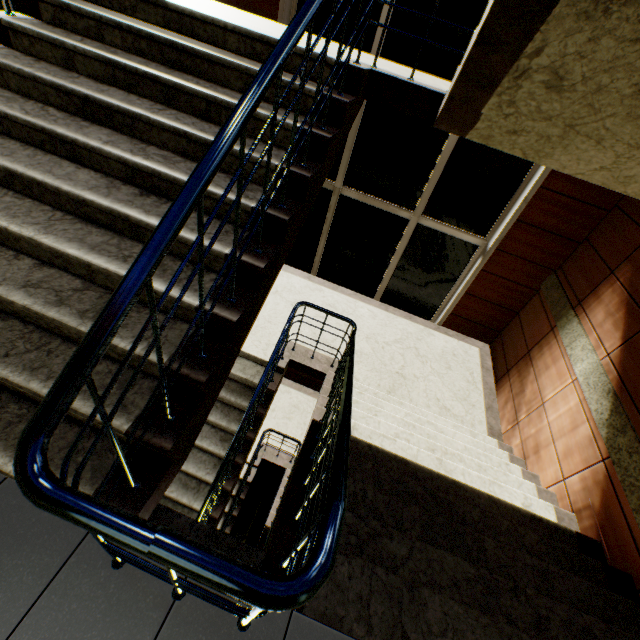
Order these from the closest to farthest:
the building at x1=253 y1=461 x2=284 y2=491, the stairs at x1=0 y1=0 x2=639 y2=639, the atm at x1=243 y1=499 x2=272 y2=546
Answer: the stairs at x1=0 y1=0 x2=639 y2=639, the atm at x1=243 y1=499 x2=272 y2=546, the building at x1=253 y1=461 x2=284 y2=491

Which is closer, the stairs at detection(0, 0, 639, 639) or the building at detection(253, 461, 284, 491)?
the stairs at detection(0, 0, 639, 639)

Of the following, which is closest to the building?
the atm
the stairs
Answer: the stairs

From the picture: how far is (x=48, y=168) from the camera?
2.0 meters

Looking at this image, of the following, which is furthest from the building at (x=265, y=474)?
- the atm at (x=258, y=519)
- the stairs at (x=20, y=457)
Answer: the atm at (x=258, y=519)

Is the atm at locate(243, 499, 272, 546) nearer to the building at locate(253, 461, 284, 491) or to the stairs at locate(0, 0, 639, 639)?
the stairs at locate(0, 0, 639, 639)

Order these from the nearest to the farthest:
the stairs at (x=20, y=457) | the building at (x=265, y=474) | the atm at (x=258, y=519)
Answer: the stairs at (x=20, y=457) < the atm at (x=258, y=519) < the building at (x=265, y=474)

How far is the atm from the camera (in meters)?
6.10
